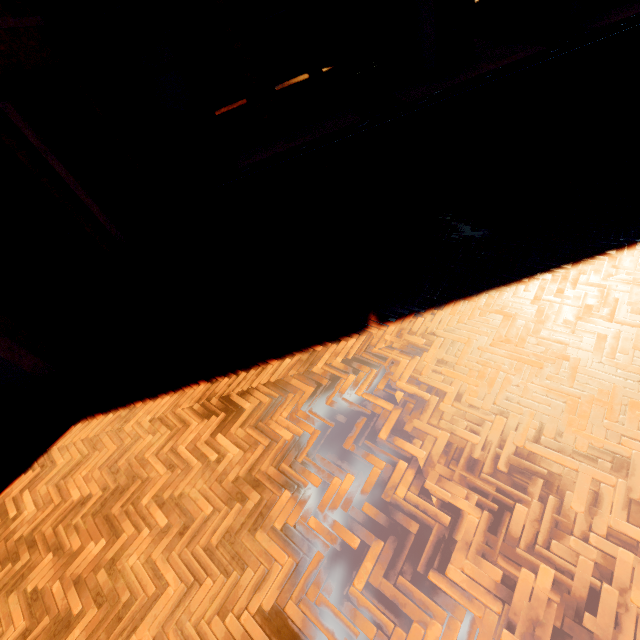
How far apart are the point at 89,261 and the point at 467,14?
11.6m

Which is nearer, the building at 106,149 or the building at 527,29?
the building at 106,149

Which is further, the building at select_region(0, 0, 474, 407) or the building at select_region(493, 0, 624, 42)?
the building at select_region(493, 0, 624, 42)
